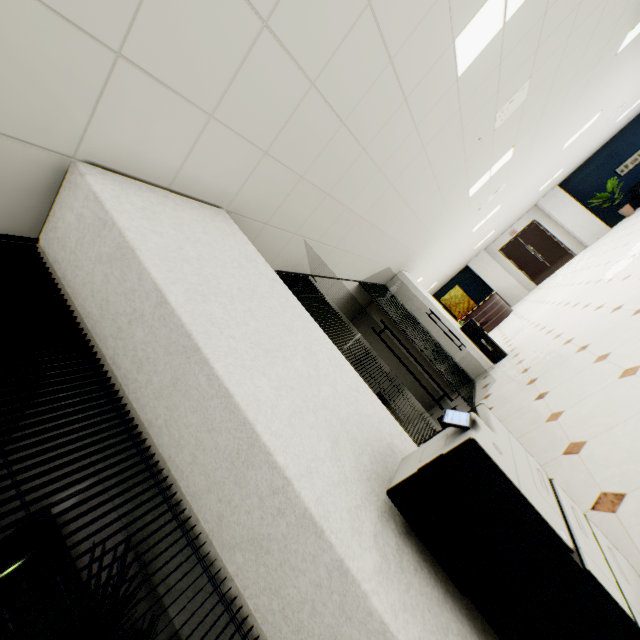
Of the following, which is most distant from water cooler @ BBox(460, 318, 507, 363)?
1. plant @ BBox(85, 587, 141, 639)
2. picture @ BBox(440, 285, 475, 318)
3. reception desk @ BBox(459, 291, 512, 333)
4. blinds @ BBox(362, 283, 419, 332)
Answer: picture @ BBox(440, 285, 475, 318)

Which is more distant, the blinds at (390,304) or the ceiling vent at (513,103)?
the blinds at (390,304)

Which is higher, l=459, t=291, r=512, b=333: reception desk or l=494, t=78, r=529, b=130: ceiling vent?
l=494, t=78, r=529, b=130: ceiling vent

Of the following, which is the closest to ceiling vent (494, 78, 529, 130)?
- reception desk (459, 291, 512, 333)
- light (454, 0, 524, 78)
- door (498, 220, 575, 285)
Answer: light (454, 0, 524, 78)

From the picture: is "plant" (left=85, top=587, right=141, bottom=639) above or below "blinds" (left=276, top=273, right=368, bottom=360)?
below

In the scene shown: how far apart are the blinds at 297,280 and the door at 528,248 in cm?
1527

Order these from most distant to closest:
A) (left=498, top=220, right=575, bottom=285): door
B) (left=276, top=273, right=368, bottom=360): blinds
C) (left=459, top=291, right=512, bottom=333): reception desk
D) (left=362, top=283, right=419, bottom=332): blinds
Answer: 1. (left=498, top=220, right=575, bottom=285): door
2. (left=459, top=291, right=512, bottom=333): reception desk
3. (left=362, top=283, right=419, bottom=332): blinds
4. (left=276, top=273, right=368, bottom=360): blinds

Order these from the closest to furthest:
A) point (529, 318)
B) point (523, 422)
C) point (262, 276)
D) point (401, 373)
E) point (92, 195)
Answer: point (92, 195) < point (262, 276) < point (523, 422) < point (401, 373) < point (529, 318)
